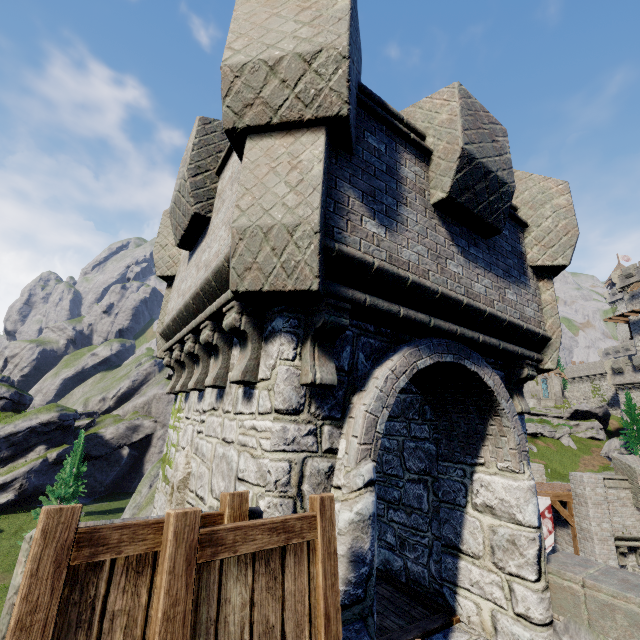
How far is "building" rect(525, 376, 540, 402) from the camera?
58.3m

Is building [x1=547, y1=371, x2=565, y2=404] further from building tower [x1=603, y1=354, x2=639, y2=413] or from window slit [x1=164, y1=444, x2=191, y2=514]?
window slit [x1=164, y1=444, x2=191, y2=514]

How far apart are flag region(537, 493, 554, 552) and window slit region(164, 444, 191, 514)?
17.7m

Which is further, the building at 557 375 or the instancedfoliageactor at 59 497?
the building at 557 375

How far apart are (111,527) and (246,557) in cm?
78

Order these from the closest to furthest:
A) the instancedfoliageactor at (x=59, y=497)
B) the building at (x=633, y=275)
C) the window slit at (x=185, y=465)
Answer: the window slit at (x=185, y=465) → the instancedfoliageactor at (x=59, y=497) → the building at (x=633, y=275)

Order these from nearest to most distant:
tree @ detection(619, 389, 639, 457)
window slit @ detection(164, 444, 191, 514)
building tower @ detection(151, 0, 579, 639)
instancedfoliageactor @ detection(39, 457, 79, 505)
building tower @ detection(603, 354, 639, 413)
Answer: building tower @ detection(151, 0, 579, 639)
window slit @ detection(164, 444, 191, 514)
instancedfoliageactor @ detection(39, 457, 79, 505)
tree @ detection(619, 389, 639, 457)
building tower @ detection(603, 354, 639, 413)

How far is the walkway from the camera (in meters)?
16.00
